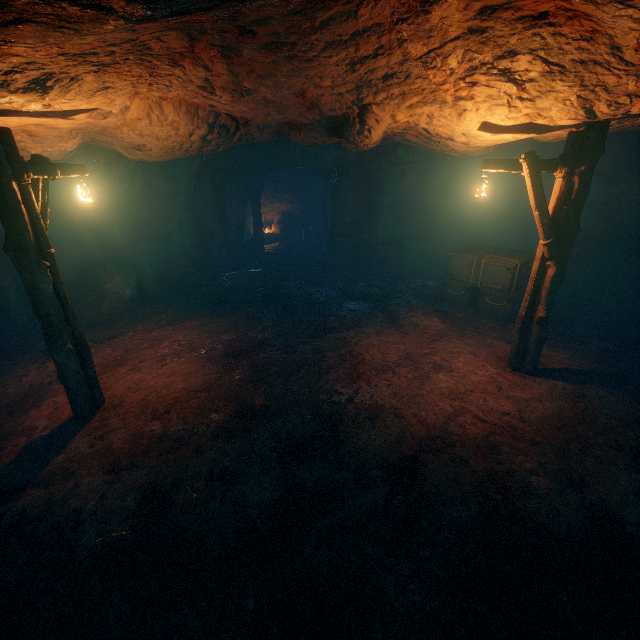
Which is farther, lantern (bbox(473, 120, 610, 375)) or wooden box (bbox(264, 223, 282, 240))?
wooden box (bbox(264, 223, 282, 240))

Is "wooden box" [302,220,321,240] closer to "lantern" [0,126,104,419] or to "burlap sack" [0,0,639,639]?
"burlap sack" [0,0,639,639]

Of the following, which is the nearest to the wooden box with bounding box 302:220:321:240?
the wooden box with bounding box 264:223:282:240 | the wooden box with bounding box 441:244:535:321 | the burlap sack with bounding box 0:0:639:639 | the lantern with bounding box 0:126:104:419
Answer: the wooden box with bounding box 264:223:282:240

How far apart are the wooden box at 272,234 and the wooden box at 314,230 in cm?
157

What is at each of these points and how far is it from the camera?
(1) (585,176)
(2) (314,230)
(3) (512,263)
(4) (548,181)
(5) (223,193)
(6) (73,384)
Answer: (1) lantern, 5.4m
(2) wooden box, 22.4m
(3) wooden box, 9.0m
(4) burlap sack, 11.0m
(5) cave, 14.7m
(6) lantern, 5.5m

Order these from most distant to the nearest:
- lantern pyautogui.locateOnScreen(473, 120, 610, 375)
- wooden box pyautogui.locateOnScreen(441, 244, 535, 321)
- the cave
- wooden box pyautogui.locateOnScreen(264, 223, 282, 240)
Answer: wooden box pyautogui.locateOnScreen(264, 223, 282, 240) → the cave → wooden box pyautogui.locateOnScreen(441, 244, 535, 321) → lantern pyautogui.locateOnScreen(473, 120, 610, 375)

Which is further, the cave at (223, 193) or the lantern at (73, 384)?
the cave at (223, 193)

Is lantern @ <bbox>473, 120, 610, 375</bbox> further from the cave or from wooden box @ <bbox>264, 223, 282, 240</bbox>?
wooden box @ <bbox>264, 223, 282, 240</bbox>
